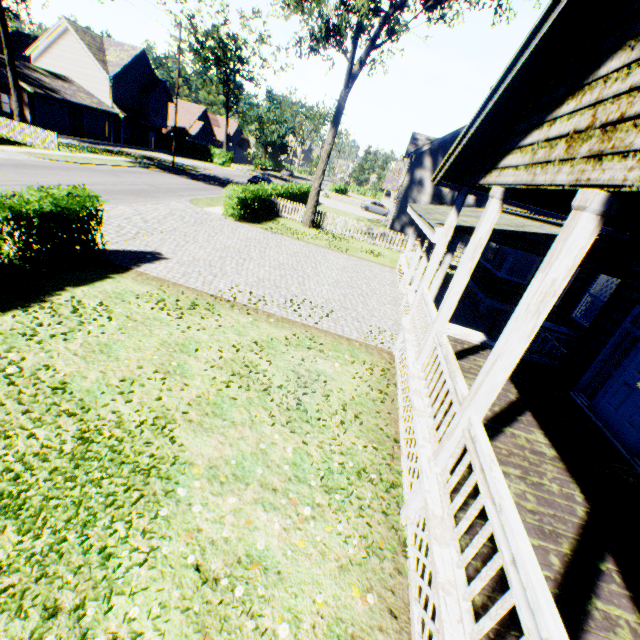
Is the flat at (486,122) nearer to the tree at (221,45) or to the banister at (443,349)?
the banister at (443,349)

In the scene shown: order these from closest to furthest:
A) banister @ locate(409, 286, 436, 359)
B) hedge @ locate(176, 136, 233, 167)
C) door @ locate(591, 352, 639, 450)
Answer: door @ locate(591, 352, 639, 450) → banister @ locate(409, 286, 436, 359) → hedge @ locate(176, 136, 233, 167)

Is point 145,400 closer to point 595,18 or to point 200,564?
point 200,564

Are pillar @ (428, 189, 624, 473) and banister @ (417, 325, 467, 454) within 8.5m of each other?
yes

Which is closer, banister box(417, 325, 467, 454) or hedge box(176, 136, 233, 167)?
banister box(417, 325, 467, 454)

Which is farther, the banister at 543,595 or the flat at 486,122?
the flat at 486,122

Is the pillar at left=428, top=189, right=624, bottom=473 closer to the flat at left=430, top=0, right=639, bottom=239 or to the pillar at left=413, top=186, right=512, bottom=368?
the flat at left=430, top=0, right=639, bottom=239

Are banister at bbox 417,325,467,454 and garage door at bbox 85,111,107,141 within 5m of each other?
no
